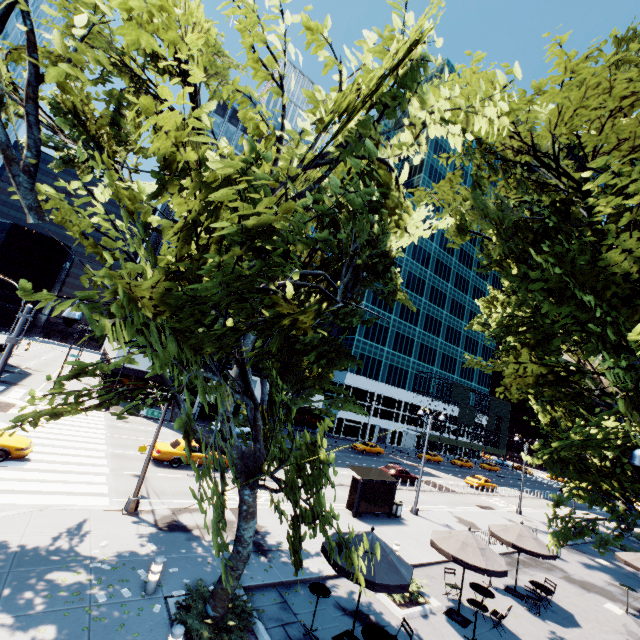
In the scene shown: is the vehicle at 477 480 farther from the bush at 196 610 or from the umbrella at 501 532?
the bush at 196 610

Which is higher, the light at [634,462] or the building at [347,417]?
the light at [634,462]

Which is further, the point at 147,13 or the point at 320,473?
the point at 320,473

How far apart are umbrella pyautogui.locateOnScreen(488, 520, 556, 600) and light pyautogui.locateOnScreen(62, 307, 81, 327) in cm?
1943

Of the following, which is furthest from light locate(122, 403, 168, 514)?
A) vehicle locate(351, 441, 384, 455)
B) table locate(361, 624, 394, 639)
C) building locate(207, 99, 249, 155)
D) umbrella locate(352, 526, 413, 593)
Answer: vehicle locate(351, 441, 384, 455)

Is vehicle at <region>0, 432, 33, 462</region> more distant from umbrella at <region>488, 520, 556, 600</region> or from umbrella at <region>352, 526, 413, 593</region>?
umbrella at <region>488, 520, 556, 600</region>

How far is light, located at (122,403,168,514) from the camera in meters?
13.2

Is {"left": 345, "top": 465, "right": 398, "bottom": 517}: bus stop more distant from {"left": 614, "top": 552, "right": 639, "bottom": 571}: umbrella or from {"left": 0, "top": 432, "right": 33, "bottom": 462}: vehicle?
{"left": 0, "top": 432, "right": 33, "bottom": 462}: vehicle
